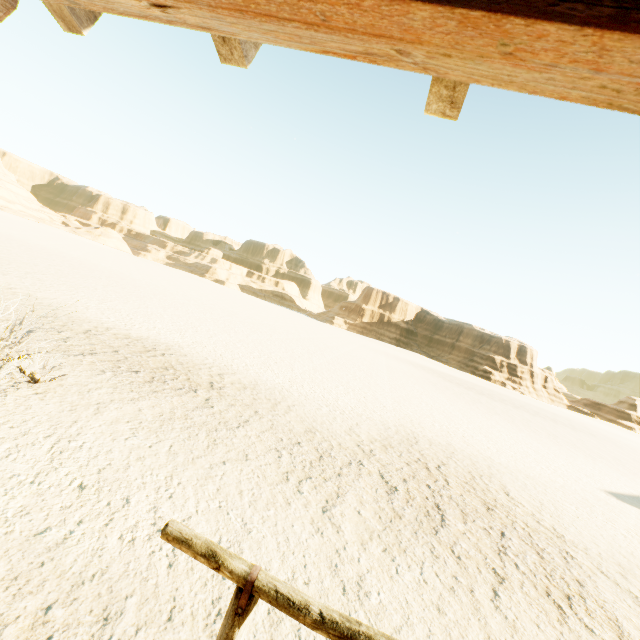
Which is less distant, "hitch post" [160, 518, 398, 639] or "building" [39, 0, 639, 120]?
"building" [39, 0, 639, 120]

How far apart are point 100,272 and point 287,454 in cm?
2346

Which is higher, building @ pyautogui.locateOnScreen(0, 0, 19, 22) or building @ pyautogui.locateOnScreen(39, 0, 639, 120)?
building @ pyautogui.locateOnScreen(39, 0, 639, 120)

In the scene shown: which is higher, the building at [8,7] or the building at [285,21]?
the building at [285,21]

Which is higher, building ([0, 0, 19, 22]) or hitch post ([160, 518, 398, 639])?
building ([0, 0, 19, 22])

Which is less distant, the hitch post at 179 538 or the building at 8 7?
the building at 8 7
